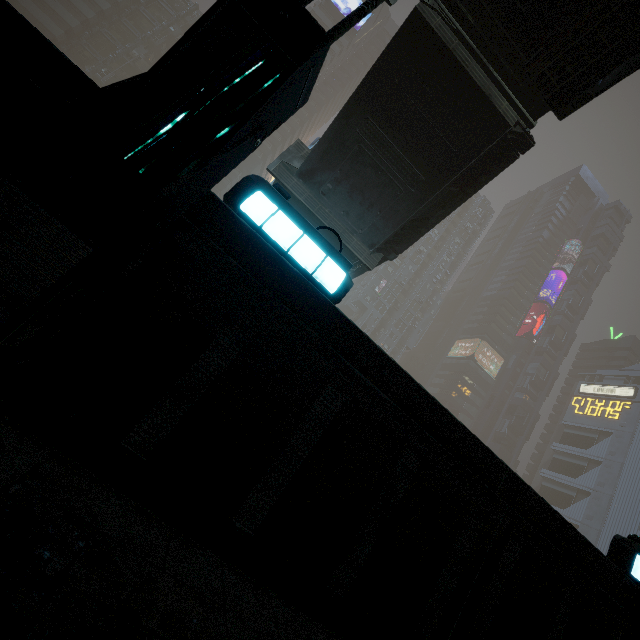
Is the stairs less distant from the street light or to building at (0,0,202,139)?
the street light

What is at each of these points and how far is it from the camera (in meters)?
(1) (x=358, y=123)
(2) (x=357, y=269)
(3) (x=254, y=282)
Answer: (1) stairs, 10.55
(2) bridge, 15.80
(3) building, 2.48

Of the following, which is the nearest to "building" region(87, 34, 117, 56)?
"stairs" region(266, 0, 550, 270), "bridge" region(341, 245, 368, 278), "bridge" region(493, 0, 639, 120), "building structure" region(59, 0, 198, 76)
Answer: "building structure" region(59, 0, 198, 76)

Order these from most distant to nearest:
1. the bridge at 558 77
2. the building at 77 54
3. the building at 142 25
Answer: the building at 142 25 → the building at 77 54 → the bridge at 558 77

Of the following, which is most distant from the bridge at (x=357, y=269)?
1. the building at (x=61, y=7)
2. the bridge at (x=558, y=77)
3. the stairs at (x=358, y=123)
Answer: the building at (x=61, y=7)

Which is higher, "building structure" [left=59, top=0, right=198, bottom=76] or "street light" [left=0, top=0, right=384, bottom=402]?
"building structure" [left=59, top=0, right=198, bottom=76]

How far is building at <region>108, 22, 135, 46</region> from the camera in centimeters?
5400cm
